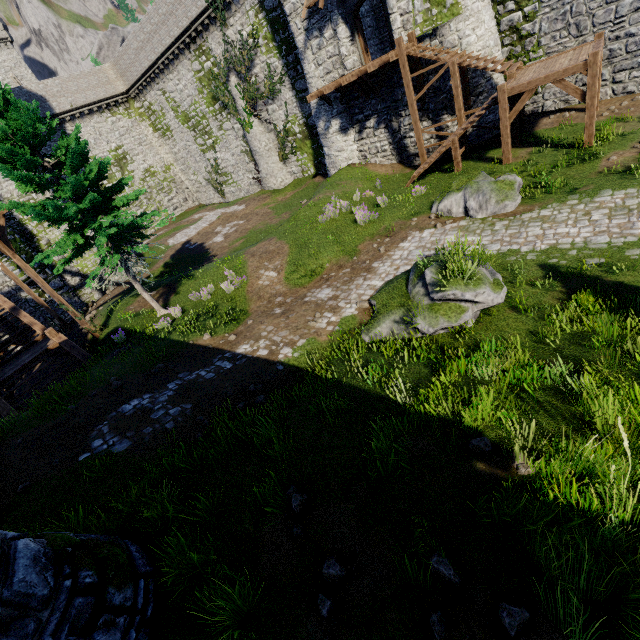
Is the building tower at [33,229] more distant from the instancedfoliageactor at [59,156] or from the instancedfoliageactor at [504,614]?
the instancedfoliageactor at [504,614]

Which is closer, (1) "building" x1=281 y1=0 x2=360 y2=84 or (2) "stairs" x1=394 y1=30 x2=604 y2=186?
(2) "stairs" x1=394 y1=30 x2=604 y2=186

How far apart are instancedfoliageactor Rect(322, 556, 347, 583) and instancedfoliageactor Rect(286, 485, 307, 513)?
0.8 meters

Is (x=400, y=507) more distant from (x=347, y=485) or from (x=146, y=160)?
(x=146, y=160)

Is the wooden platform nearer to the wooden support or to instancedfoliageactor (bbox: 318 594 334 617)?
the wooden support

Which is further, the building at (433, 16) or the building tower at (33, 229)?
the building tower at (33, 229)

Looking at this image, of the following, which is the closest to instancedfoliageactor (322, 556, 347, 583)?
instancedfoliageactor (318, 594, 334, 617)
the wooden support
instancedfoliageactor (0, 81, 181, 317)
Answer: instancedfoliageactor (318, 594, 334, 617)

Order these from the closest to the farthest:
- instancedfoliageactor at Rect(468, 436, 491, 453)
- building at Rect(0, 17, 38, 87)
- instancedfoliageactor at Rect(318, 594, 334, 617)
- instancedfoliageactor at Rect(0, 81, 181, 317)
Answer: instancedfoliageactor at Rect(318, 594, 334, 617), instancedfoliageactor at Rect(468, 436, 491, 453), instancedfoliageactor at Rect(0, 81, 181, 317), building at Rect(0, 17, 38, 87)
